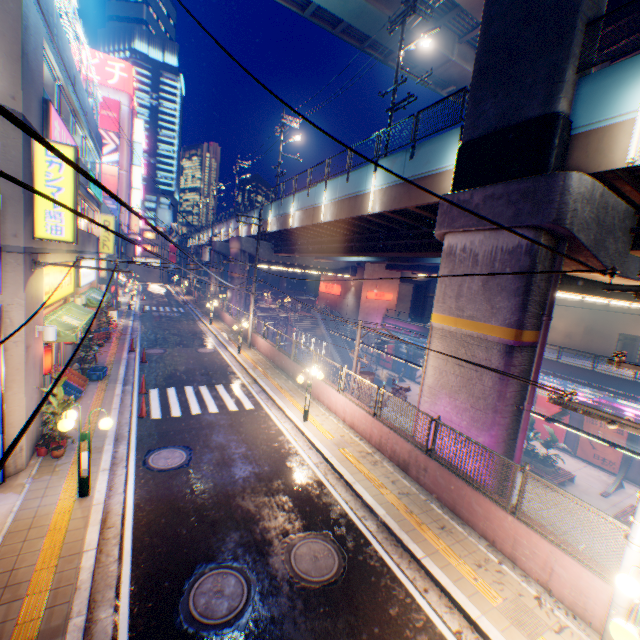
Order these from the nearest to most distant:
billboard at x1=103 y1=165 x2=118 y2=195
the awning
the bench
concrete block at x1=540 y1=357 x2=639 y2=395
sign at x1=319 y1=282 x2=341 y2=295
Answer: the awning → the bench → concrete block at x1=540 y1=357 x2=639 y2=395 → billboard at x1=103 y1=165 x2=118 y2=195 → sign at x1=319 y1=282 x2=341 y2=295

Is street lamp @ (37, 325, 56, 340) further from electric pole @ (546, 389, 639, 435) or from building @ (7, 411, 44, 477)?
electric pole @ (546, 389, 639, 435)

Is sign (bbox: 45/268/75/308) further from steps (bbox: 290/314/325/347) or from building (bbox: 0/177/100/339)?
steps (bbox: 290/314/325/347)

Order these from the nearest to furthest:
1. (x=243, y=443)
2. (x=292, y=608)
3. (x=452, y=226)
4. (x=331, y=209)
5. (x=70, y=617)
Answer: (x=70, y=617) → (x=292, y=608) → (x=452, y=226) → (x=243, y=443) → (x=331, y=209)

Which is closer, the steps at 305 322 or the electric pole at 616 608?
the electric pole at 616 608

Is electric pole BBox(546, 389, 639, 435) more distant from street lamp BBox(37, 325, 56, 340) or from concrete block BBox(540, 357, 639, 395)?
concrete block BBox(540, 357, 639, 395)

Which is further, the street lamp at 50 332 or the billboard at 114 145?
the billboard at 114 145

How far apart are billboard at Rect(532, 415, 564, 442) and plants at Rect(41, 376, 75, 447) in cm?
3208
